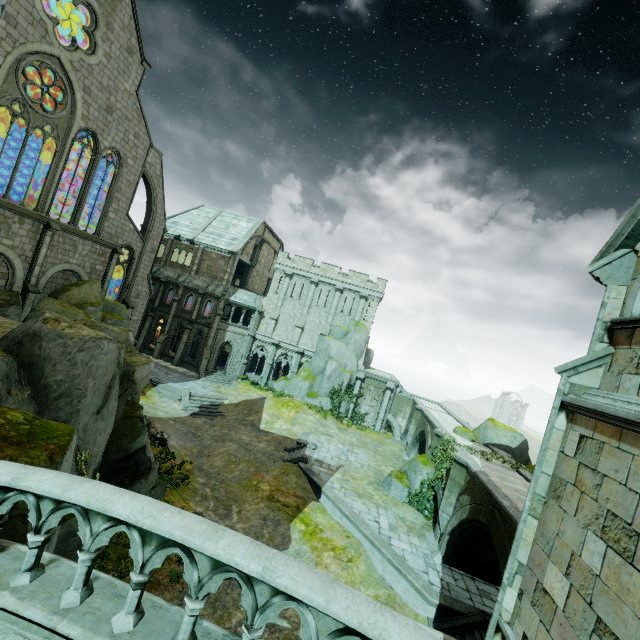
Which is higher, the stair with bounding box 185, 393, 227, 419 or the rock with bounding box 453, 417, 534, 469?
the rock with bounding box 453, 417, 534, 469

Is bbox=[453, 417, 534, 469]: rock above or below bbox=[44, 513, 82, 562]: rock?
above

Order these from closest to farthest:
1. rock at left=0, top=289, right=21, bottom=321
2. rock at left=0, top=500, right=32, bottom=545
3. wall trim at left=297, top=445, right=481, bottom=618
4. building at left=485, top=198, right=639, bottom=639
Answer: building at left=485, top=198, right=639, bottom=639
rock at left=0, top=500, right=32, bottom=545
wall trim at left=297, top=445, right=481, bottom=618
rock at left=0, top=289, right=21, bottom=321

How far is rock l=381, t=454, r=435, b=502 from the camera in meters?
20.5 m

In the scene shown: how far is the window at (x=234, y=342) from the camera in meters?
37.3

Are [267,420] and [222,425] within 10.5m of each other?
Answer: yes

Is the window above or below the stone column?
above

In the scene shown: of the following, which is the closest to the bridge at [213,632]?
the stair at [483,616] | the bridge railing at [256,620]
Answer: the bridge railing at [256,620]
